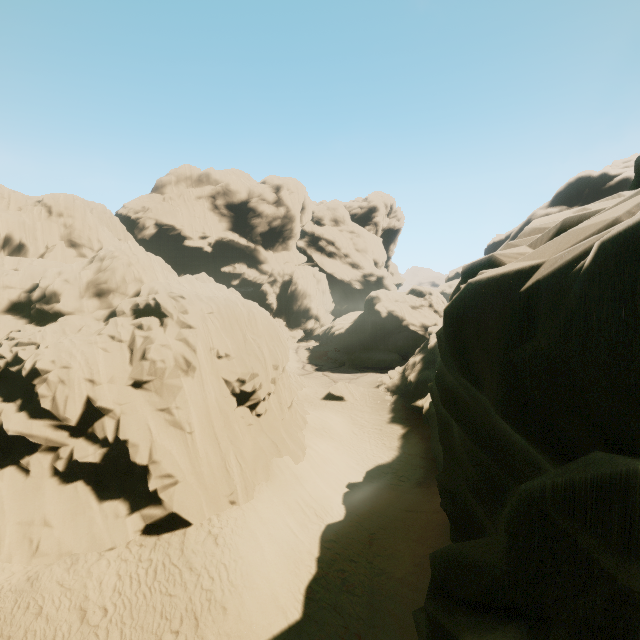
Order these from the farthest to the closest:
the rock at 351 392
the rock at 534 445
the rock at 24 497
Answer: the rock at 351 392 → the rock at 24 497 → the rock at 534 445

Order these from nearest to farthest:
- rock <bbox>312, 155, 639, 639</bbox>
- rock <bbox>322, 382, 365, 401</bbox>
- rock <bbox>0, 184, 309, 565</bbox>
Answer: rock <bbox>312, 155, 639, 639</bbox>, rock <bbox>0, 184, 309, 565</bbox>, rock <bbox>322, 382, 365, 401</bbox>

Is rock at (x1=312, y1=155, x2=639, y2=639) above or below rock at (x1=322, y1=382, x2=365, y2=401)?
above

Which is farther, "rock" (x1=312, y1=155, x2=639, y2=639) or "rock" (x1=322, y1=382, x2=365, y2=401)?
"rock" (x1=322, y1=382, x2=365, y2=401)

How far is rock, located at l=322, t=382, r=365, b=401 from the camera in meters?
34.1

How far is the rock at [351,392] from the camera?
34.1m

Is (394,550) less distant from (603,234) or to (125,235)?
(603,234)
